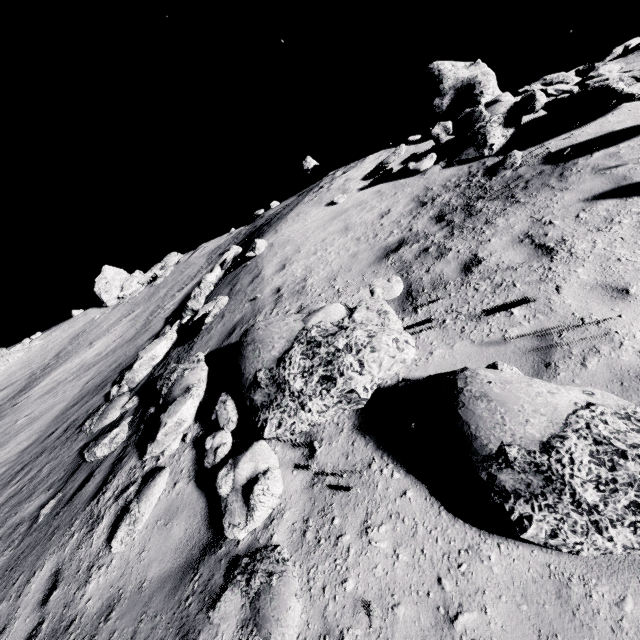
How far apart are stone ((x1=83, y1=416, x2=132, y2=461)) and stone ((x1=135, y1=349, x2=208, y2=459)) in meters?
0.4 m

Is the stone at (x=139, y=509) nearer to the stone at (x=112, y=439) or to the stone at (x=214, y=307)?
the stone at (x=112, y=439)

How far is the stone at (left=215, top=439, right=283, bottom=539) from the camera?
3.5 meters

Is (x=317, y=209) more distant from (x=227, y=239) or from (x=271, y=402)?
(x=227, y=239)

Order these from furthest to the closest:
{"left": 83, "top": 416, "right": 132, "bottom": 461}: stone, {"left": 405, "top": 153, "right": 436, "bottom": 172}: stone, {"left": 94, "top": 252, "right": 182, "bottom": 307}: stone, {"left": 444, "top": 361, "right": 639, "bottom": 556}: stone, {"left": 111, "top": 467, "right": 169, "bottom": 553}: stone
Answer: {"left": 94, "top": 252, "right": 182, "bottom": 307}: stone, {"left": 405, "top": 153, "right": 436, "bottom": 172}: stone, {"left": 83, "top": 416, "right": 132, "bottom": 461}: stone, {"left": 111, "top": 467, "right": 169, "bottom": 553}: stone, {"left": 444, "top": 361, "right": 639, "bottom": 556}: stone

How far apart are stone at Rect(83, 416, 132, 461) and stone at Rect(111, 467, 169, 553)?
1.69m

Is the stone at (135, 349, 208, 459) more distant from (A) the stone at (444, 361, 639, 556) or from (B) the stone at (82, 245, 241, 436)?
(A) the stone at (444, 361, 639, 556)

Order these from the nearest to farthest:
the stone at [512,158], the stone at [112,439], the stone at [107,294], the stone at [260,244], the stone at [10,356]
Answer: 1. the stone at [112,439]
2. the stone at [512,158]
3. the stone at [260,244]
4. the stone at [107,294]
5. the stone at [10,356]
